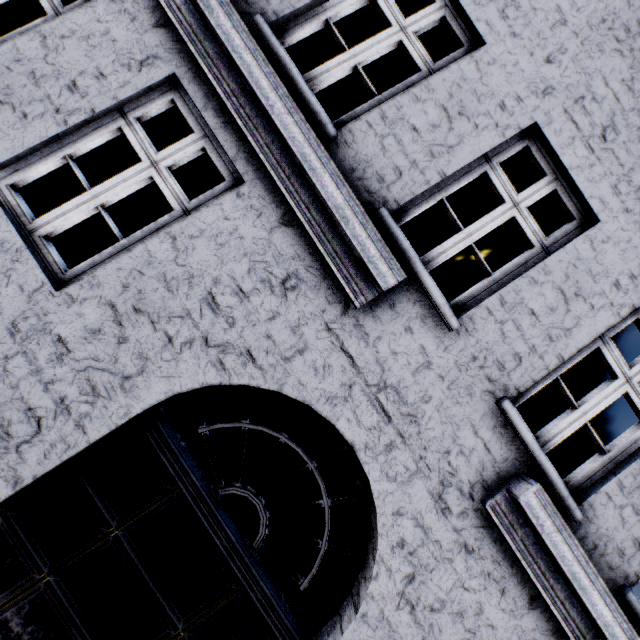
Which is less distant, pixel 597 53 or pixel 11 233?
pixel 11 233
